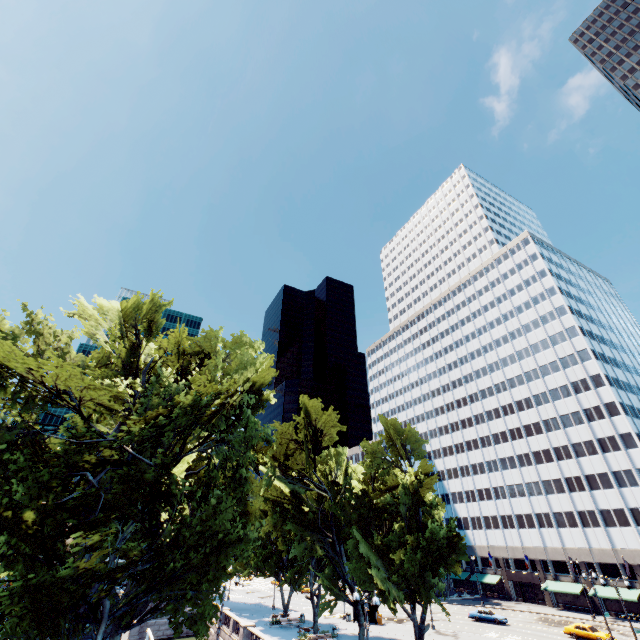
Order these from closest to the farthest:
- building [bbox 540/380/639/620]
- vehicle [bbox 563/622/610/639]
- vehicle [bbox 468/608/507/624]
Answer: vehicle [bbox 563/622/610/639]
vehicle [bbox 468/608/507/624]
building [bbox 540/380/639/620]

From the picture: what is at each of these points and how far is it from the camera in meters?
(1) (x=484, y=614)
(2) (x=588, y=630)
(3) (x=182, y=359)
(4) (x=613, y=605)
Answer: (1) vehicle, 47.4 m
(2) vehicle, 38.9 m
(3) tree, 23.5 m
(4) building, 51.5 m

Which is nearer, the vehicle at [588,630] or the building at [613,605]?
the vehicle at [588,630]

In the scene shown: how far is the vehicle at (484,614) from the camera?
46.06m

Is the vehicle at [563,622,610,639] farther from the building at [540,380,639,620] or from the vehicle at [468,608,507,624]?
the building at [540,380,639,620]

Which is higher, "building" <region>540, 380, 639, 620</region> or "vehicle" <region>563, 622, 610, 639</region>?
"building" <region>540, 380, 639, 620</region>

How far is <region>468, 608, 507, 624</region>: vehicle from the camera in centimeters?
4606cm

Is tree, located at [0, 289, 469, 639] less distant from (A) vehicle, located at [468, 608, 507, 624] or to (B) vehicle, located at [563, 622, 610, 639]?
(A) vehicle, located at [468, 608, 507, 624]
